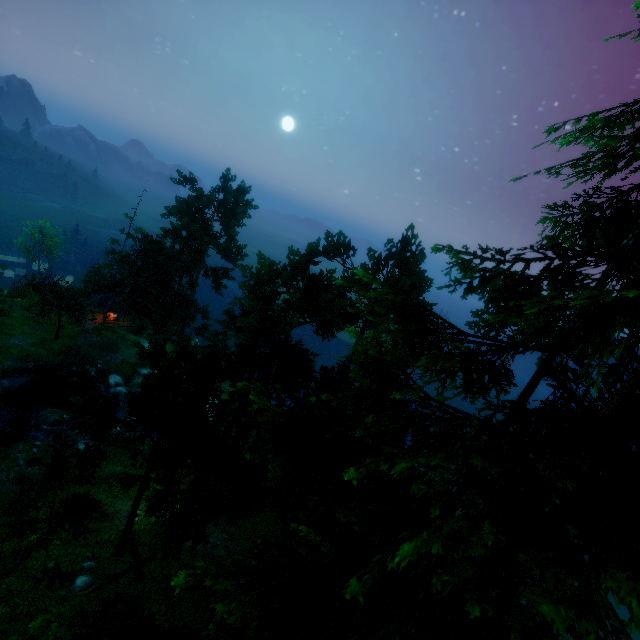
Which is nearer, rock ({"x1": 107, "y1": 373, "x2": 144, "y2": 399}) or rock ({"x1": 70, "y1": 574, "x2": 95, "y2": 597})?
rock ({"x1": 70, "y1": 574, "x2": 95, "y2": 597})

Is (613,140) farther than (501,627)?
No

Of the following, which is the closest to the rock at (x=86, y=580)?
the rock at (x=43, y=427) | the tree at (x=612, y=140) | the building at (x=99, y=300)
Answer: the tree at (x=612, y=140)

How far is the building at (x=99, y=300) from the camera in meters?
45.0

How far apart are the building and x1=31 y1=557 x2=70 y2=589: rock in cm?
3376

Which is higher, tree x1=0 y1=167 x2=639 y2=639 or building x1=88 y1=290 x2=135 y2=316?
tree x1=0 y1=167 x2=639 y2=639

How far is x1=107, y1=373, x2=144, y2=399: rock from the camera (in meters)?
37.76

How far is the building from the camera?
45.0m
